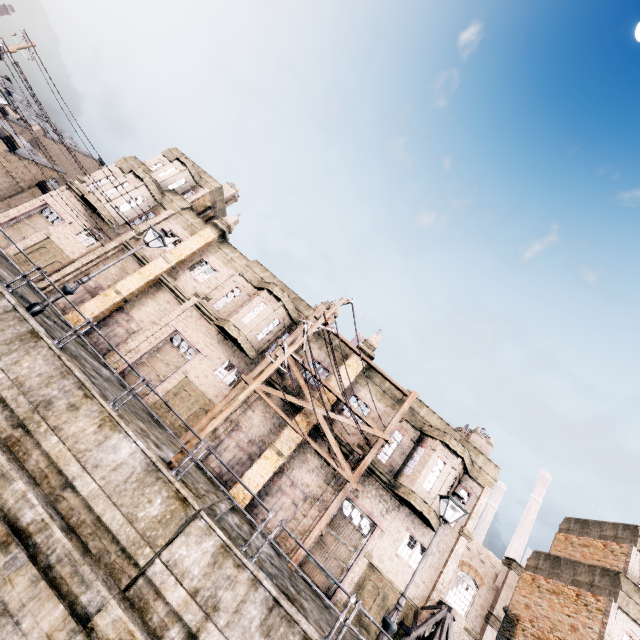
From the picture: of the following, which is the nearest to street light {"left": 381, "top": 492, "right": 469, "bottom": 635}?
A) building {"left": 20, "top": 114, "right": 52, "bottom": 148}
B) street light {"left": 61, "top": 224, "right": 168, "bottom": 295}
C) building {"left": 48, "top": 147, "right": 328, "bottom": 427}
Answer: building {"left": 48, "top": 147, "right": 328, "bottom": 427}

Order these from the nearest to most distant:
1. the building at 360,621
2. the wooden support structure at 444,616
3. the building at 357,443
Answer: the wooden support structure at 444,616, the building at 360,621, the building at 357,443

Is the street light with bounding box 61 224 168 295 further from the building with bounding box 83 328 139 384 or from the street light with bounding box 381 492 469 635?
the street light with bounding box 381 492 469 635

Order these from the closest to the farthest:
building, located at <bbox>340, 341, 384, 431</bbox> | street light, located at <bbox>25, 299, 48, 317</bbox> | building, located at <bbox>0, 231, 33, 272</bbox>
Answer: street light, located at <bbox>25, 299, 48, 317</bbox> < building, located at <bbox>340, 341, 384, 431</bbox> < building, located at <bbox>0, 231, 33, 272</bbox>

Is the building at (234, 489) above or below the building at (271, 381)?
below

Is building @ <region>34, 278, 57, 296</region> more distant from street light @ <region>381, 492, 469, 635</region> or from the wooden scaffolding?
street light @ <region>381, 492, 469, 635</region>

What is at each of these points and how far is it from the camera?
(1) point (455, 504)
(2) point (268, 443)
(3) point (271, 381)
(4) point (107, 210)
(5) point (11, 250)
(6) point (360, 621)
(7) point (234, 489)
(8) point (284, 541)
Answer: (1) street light, 10.66m
(2) building, 19.91m
(3) building, 21.34m
(4) building, 24.30m
(5) building, 22.73m
(6) building, 16.80m
(7) building, 17.97m
(8) building, 17.80m

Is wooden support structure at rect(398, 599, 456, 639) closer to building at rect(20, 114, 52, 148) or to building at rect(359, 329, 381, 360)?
building at rect(359, 329, 381, 360)
